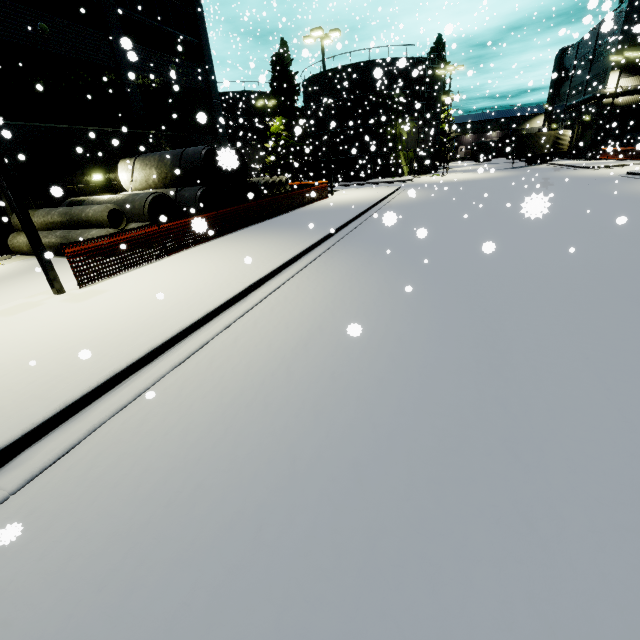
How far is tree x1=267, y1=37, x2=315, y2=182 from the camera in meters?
39.5 m

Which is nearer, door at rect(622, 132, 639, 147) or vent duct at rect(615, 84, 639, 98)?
door at rect(622, 132, 639, 147)

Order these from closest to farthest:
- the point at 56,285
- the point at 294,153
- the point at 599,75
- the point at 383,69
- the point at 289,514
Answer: the point at 289,514
the point at 56,285
the point at 383,69
the point at 599,75
the point at 294,153

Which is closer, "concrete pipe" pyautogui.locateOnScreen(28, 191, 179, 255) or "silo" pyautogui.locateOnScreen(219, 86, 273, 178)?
"concrete pipe" pyautogui.locateOnScreen(28, 191, 179, 255)

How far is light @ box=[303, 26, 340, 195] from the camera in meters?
20.1 m

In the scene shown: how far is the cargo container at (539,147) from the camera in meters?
38.3

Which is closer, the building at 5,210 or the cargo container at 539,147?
the building at 5,210

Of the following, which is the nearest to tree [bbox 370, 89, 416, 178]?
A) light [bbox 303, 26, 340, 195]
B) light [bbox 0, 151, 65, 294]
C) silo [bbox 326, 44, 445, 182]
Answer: silo [bbox 326, 44, 445, 182]
